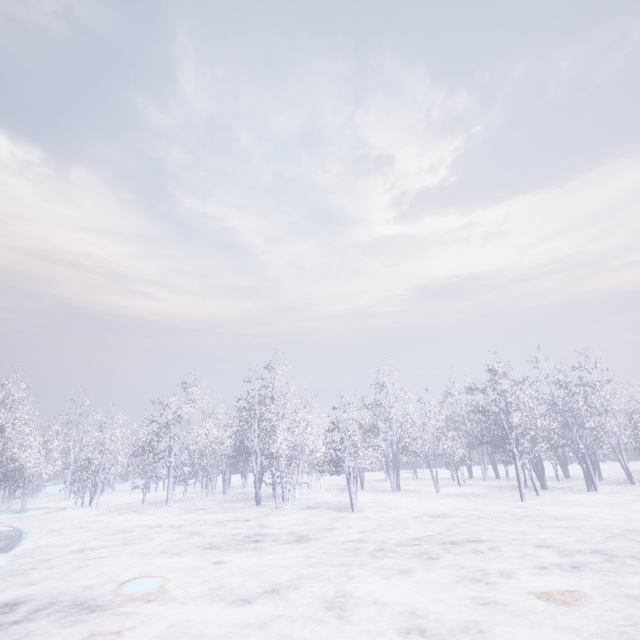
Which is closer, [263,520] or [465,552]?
[465,552]
